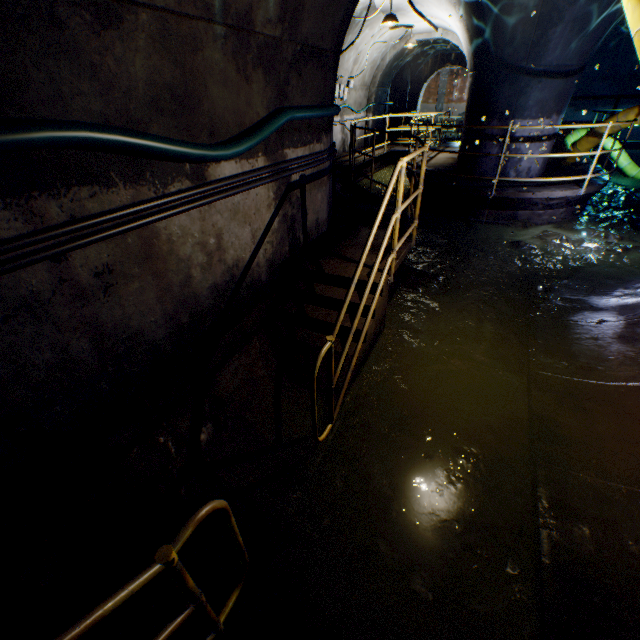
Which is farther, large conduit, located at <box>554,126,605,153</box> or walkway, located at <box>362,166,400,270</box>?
large conduit, located at <box>554,126,605,153</box>

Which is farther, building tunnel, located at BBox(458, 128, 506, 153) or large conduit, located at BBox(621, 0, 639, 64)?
building tunnel, located at BBox(458, 128, 506, 153)

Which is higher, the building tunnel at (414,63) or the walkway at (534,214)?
the building tunnel at (414,63)

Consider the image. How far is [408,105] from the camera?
19.14m

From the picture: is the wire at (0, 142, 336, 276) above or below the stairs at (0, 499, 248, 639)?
above

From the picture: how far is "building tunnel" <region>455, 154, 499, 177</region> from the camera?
8.0 meters

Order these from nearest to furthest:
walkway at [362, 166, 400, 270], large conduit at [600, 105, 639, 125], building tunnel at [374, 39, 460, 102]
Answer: walkway at [362, 166, 400, 270] → large conduit at [600, 105, 639, 125] → building tunnel at [374, 39, 460, 102]

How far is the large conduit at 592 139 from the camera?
7.94m
